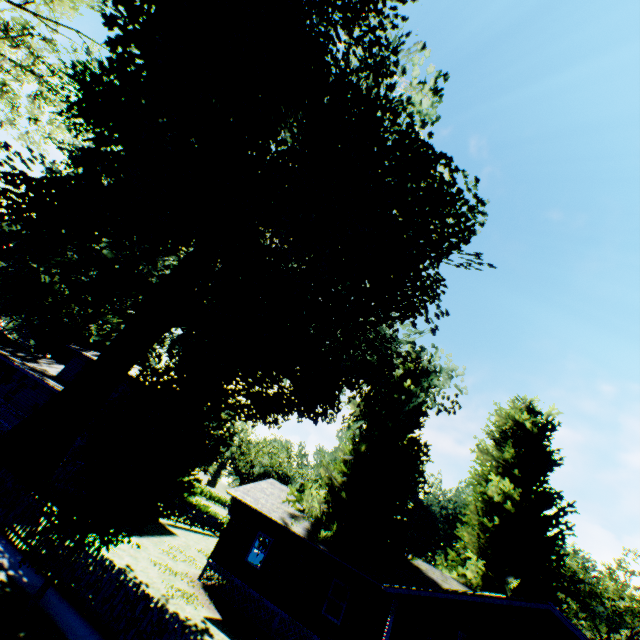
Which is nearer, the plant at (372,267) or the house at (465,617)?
the plant at (372,267)

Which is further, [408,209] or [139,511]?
[408,209]

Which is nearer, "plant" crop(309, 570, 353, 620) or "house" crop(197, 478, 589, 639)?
"house" crop(197, 478, 589, 639)

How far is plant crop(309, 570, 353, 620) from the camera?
16.62m

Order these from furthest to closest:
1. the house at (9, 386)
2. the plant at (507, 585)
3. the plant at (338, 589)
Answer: the plant at (507, 585)
the house at (9, 386)
the plant at (338, 589)

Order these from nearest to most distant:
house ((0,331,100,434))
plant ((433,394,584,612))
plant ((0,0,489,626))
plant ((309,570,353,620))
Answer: plant ((0,0,489,626)), plant ((309,570,353,620)), house ((0,331,100,434)), plant ((433,394,584,612))

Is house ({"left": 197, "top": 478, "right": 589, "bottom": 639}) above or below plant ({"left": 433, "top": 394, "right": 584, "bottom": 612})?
below
